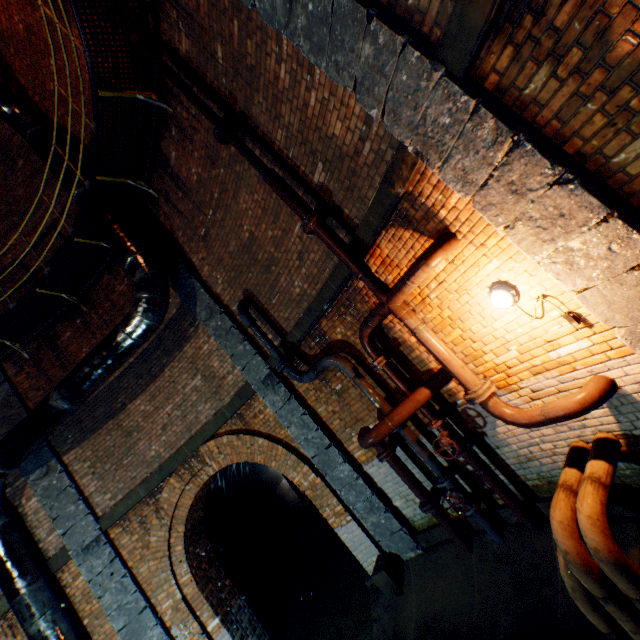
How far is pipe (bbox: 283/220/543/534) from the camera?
3.7 meters

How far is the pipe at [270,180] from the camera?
4.35m

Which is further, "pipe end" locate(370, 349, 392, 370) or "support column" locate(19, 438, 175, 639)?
"support column" locate(19, 438, 175, 639)

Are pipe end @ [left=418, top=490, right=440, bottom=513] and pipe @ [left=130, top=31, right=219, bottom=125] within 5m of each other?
no

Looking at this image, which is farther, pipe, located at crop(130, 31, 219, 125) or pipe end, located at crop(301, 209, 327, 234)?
pipe, located at crop(130, 31, 219, 125)

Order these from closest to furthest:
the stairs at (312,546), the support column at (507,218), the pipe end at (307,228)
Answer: the support column at (507,218) → the pipe end at (307,228) → the stairs at (312,546)

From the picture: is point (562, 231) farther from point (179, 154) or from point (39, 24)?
point (39, 24)

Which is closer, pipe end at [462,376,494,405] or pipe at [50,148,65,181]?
pipe end at [462,376,494,405]
